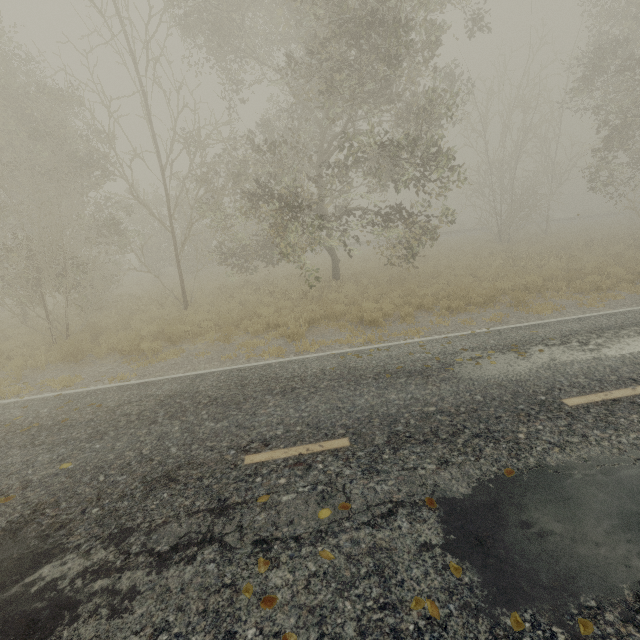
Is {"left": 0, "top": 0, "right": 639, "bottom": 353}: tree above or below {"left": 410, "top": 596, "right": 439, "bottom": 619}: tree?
above

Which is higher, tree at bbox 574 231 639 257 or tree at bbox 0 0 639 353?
tree at bbox 0 0 639 353

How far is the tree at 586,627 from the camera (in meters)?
2.41

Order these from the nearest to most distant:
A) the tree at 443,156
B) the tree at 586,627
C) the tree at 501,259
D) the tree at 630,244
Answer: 1. the tree at 586,627
2. the tree at 443,156
3. the tree at 501,259
4. the tree at 630,244

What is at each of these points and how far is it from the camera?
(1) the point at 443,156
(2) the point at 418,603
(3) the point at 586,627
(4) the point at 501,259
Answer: (1) tree, 9.47m
(2) tree, 2.69m
(3) tree, 2.44m
(4) tree, 17.23m

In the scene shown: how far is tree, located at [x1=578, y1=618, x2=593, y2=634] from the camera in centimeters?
241cm
